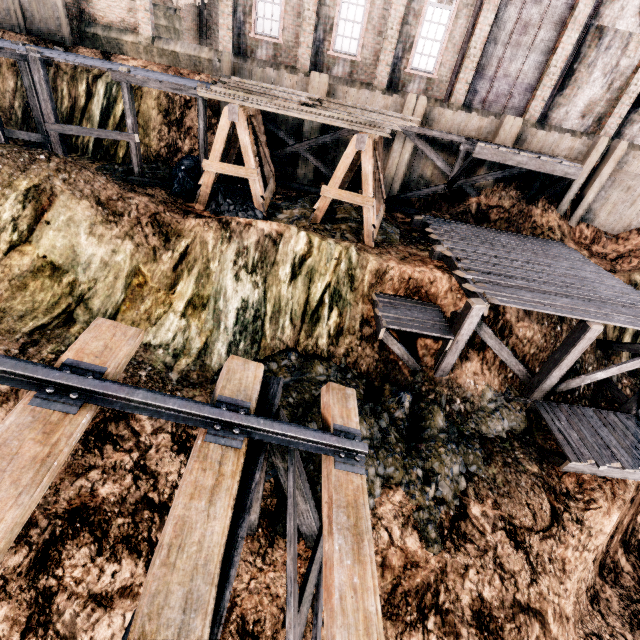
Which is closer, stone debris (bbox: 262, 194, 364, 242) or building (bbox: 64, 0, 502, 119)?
stone debris (bbox: 262, 194, 364, 242)

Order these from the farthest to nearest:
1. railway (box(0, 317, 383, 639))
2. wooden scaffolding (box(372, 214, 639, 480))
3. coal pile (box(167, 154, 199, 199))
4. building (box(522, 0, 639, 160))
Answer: building (box(522, 0, 639, 160)) < coal pile (box(167, 154, 199, 199)) < wooden scaffolding (box(372, 214, 639, 480)) < railway (box(0, 317, 383, 639))

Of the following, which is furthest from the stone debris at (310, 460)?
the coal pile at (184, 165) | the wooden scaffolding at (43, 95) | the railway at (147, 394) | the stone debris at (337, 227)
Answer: the wooden scaffolding at (43, 95)

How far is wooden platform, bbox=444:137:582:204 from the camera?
14.6 meters

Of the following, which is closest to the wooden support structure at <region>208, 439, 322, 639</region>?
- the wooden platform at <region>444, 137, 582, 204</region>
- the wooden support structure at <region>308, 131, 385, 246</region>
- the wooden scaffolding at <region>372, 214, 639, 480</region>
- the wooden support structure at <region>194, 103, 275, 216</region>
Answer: the wooden scaffolding at <region>372, 214, 639, 480</region>

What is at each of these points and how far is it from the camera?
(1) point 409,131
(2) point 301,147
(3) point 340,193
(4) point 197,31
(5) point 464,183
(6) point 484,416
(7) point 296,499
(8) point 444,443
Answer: (1) wooden scaffolding, 16.5m
(2) wooden scaffolding, 17.4m
(3) wooden support structure, 12.7m
(4) building, 31.9m
(5) wooden scaffolding, 17.7m
(6) stone debris, 11.8m
(7) wooden support structure, 6.5m
(8) stone debris, 10.2m

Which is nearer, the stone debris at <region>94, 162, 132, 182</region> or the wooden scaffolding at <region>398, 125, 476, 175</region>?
the stone debris at <region>94, 162, 132, 182</region>

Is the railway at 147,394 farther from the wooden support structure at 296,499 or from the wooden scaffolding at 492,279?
the wooden scaffolding at 492,279
